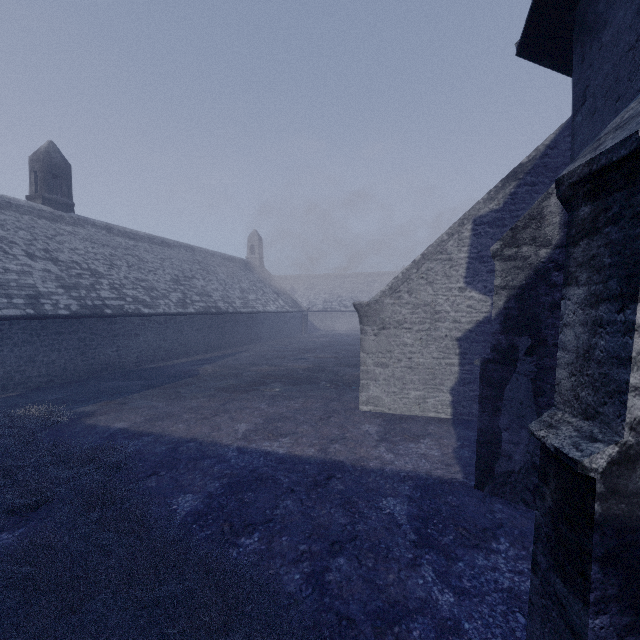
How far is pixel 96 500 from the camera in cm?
479
